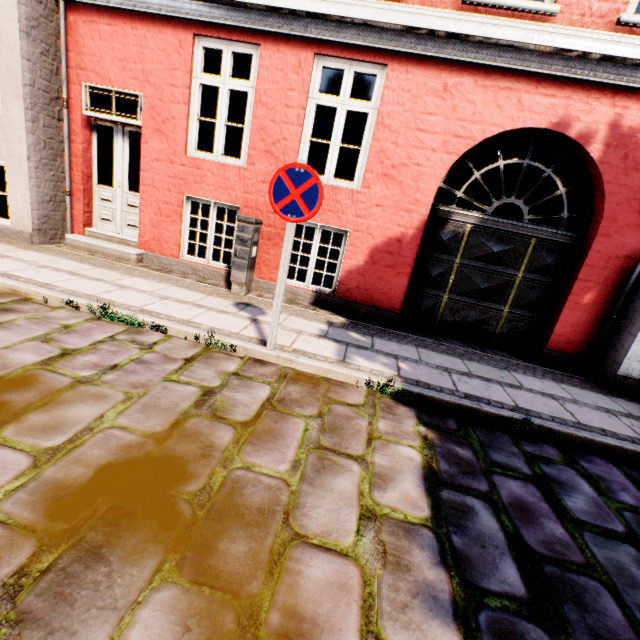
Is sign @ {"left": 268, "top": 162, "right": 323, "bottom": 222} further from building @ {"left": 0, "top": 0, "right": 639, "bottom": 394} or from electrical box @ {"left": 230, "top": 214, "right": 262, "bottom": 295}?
building @ {"left": 0, "top": 0, "right": 639, "bottom": 394}

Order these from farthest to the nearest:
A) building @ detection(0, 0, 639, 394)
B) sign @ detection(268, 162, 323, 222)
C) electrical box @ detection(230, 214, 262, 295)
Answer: electrical box @ detection(230, 214, 262, 295)
building @ detection(0, 0, 639, 394)
sign @ detection(268, 162, 323, 222)

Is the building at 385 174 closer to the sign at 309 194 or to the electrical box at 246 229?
the sign at 309 194

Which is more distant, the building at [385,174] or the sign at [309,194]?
the building at [385,174]

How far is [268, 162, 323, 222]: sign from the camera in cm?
301

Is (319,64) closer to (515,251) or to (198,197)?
(198,197)

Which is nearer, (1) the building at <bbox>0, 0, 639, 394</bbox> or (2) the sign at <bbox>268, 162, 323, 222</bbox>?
(2) the sign at <bbox>268, 162, 323, 222</bbox>
